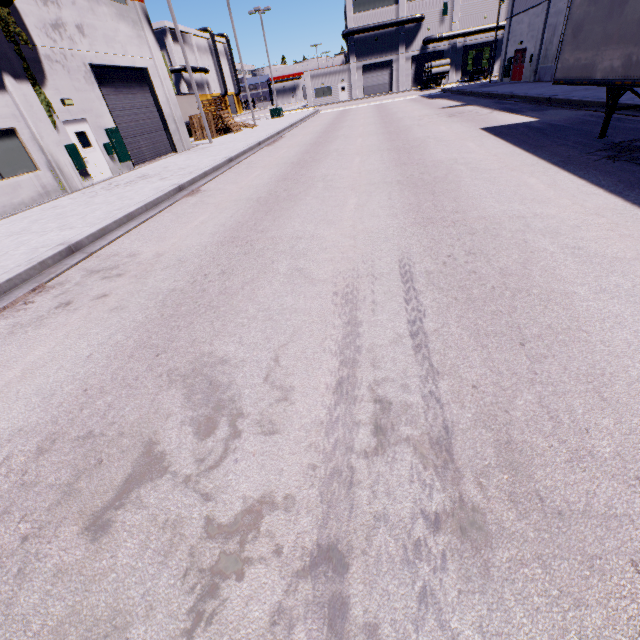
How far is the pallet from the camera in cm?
2575

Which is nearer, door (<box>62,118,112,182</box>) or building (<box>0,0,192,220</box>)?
building (<box>0,0,192,220</box>)

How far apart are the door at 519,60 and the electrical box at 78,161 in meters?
35.2 m

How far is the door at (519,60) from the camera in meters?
28.4 m

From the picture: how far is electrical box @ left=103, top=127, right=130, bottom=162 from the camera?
→ 15.8 meters

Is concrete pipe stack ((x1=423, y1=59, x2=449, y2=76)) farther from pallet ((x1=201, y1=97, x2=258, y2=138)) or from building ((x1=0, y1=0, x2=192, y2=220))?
pallet ((x1=201, y1=97, x2=258, y2=138))

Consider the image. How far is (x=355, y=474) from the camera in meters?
2.2 m

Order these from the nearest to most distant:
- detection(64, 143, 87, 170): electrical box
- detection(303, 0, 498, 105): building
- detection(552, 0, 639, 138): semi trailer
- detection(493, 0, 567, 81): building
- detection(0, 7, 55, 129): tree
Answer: detection(552, 0, 639, 138): semi trailer < detection(0, 7, 55, 129): tree < detection(64, 143, 87, 170): electrical box < detection(493, 0, 567, 81): building < detection(303, 0, 498, 105): building
